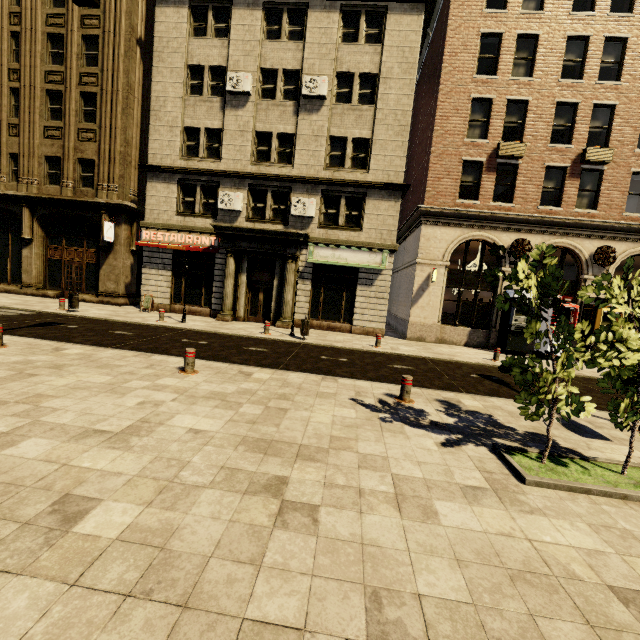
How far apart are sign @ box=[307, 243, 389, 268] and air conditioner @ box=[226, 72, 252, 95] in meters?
8.2

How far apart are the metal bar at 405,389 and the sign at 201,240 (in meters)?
13.82

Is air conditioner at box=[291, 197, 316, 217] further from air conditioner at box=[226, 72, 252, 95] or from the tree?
the tree

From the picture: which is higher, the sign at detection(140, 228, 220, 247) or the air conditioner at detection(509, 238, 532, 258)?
the air conditioner at detection(509, 238, 532, 258)

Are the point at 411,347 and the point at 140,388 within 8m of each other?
no

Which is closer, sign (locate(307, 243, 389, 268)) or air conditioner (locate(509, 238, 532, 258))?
air conditioner (locate(509, 238, 532, 258))

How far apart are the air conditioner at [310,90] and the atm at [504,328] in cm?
1334

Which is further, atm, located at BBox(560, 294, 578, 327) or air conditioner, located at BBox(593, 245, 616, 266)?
air conditioner, located at BBox(593, 245, 616, 266)
